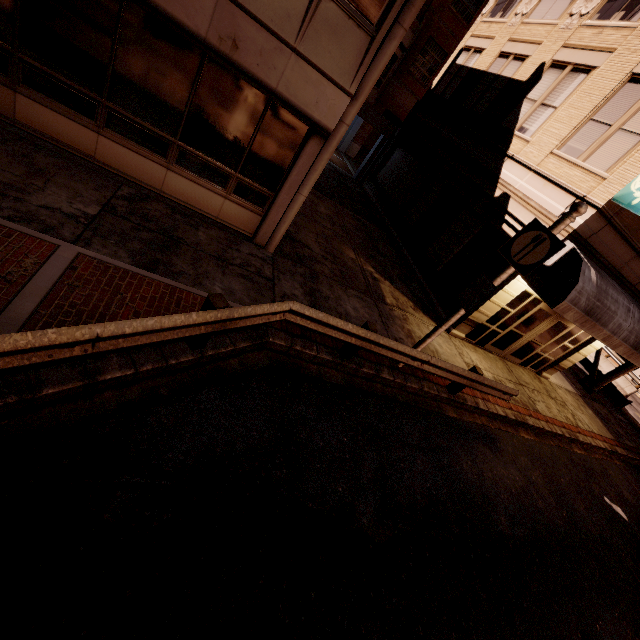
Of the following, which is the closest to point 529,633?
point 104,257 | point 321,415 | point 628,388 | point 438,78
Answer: point 321,415

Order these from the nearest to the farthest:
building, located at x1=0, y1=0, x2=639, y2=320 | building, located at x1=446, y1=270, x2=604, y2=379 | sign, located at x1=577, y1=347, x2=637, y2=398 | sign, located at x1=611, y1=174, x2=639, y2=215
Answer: building, located at x1=0, y1=0, x2=639, y2=320
sign, located at x1=611, y1=174, x2=639, y2=215
building, located at x1=446, y1=270, x2=604, y2=379
sign, located at x1=577, y1=347, x2=637, y2=398

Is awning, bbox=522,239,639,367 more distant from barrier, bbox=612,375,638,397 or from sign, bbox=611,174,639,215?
barrier, bbox=612,375,638,397

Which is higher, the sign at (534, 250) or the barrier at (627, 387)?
the sign at (534, 250)

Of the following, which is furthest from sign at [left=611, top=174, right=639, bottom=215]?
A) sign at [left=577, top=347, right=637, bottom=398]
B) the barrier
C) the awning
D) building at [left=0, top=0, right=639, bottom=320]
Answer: the barrier

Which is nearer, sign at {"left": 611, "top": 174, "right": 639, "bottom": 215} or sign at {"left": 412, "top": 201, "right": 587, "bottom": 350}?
sign at {"left": 412, "top": 201, "right": 587, "bottom": 350}

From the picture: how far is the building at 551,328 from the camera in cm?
1073

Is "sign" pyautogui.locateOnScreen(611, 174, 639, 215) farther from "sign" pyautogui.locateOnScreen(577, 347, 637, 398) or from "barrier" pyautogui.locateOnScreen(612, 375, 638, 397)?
"barrier" pyautogui.locateOnScreen(612, 375, 638, 397)
